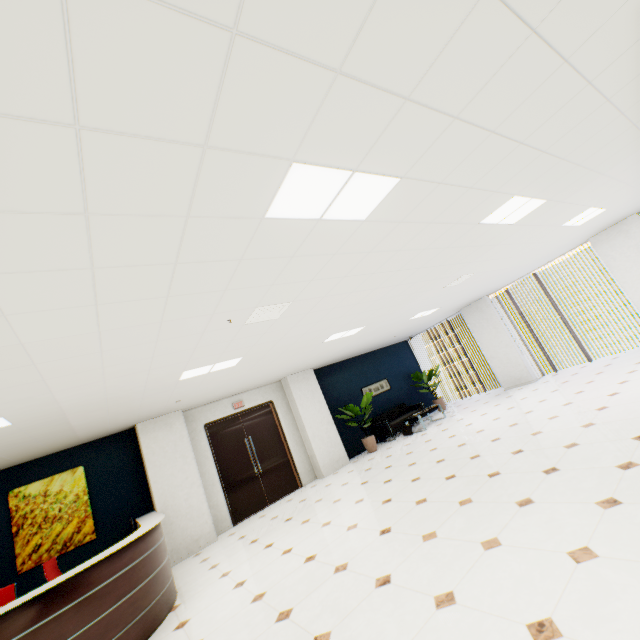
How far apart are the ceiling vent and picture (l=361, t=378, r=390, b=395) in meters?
7.7 m

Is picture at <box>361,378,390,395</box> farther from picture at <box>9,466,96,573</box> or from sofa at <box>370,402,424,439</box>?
picture at <box>9,466,96,573</box>

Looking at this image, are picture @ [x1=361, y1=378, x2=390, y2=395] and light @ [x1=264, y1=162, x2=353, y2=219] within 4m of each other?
no

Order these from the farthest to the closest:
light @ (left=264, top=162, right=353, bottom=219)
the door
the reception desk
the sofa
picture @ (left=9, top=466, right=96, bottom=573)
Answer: the sofa < the door < picture @ (left=9, top=466, right=96, bottom=573) < the reception desk < light @ (left=264, top=162, right=353, bottom=219)

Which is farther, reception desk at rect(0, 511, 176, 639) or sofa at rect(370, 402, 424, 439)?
sofa at rect(370, 402, 424, 439)

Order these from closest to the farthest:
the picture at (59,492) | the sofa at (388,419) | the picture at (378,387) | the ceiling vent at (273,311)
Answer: the ceiling vent at (273,311) → the picture at (59,492) → the sofa at (388,419) → the picture at (378,387)

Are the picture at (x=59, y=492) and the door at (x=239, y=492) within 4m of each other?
yes

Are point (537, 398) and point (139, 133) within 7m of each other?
no
